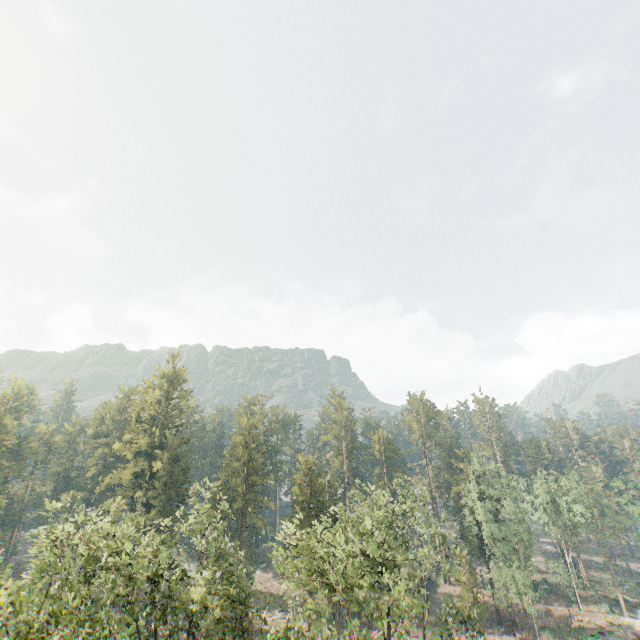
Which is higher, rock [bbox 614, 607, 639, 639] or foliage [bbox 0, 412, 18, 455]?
foliage [bbox 0, 412, 18, 455]

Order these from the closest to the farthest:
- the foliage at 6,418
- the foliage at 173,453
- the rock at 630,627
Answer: the foliage at 173,453 < the rock at 630,627 < the foliage at 6,418

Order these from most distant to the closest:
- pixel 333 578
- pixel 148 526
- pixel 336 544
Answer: pixel 148 526 → pixel 336 544 → pixel 333 578

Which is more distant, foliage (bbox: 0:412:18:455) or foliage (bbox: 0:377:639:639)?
foliage (bbox: 0:412:18:455)

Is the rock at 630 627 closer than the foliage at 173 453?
No

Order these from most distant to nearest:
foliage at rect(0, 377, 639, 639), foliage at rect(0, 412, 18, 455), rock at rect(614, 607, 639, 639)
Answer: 1. foliage at rect(0, 412, 18, 455)
2. rock at rect(614, 607, 639, 639)
3. foliage at rect(0, 377, 639, 639)

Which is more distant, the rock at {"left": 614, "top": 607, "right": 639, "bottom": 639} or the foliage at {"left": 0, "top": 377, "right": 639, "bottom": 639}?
the rock at {"left": 614, "top": 607, "right": 639, "bottom": 639}
